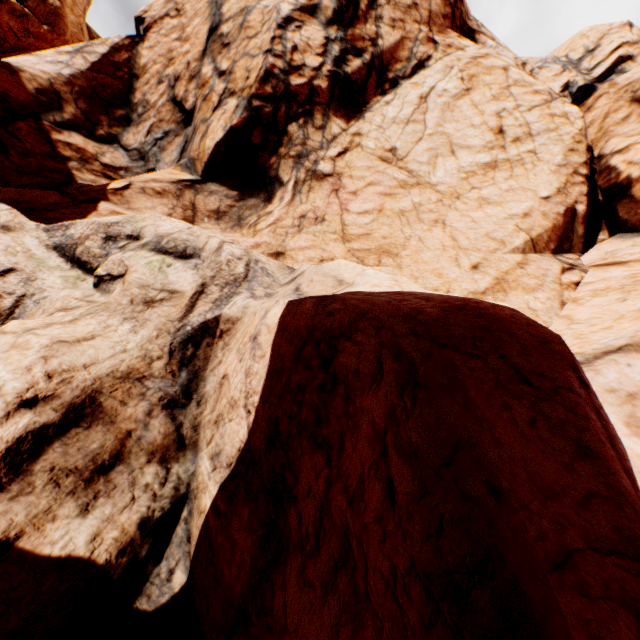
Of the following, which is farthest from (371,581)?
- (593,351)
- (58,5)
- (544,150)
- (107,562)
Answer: (58,5)
